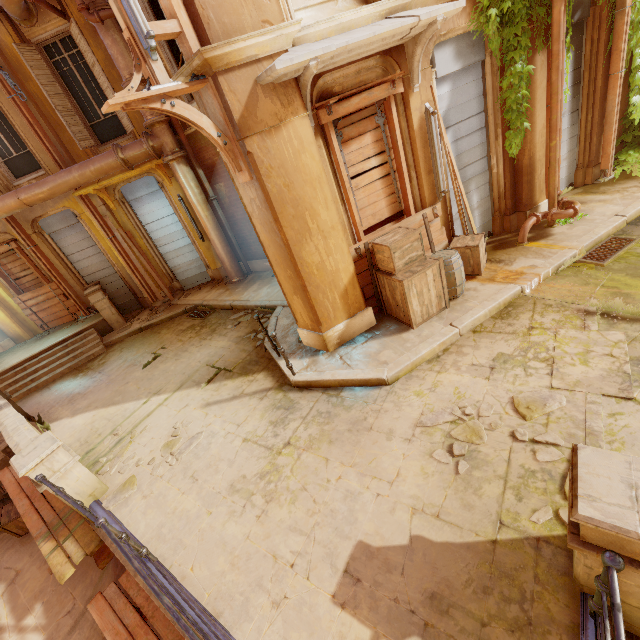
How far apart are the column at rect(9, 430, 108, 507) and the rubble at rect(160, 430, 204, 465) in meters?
0.7 m

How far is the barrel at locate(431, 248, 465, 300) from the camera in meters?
5.6 m

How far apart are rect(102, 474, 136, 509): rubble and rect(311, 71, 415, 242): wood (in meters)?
5.36

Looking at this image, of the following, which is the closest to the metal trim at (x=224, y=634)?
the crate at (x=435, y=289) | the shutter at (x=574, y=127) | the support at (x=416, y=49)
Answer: the crate at (x=435, y=289)

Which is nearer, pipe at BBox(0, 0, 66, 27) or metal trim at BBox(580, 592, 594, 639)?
metal trim at BBox(580, 592, 594, 639)

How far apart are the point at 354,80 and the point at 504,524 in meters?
6.1 m

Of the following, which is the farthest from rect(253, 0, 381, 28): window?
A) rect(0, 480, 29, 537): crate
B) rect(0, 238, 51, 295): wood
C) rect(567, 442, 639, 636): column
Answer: rect(0, 238, 51, 295): wood

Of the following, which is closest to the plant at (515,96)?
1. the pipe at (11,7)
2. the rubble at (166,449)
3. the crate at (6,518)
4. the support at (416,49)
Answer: the support at (416,49)
